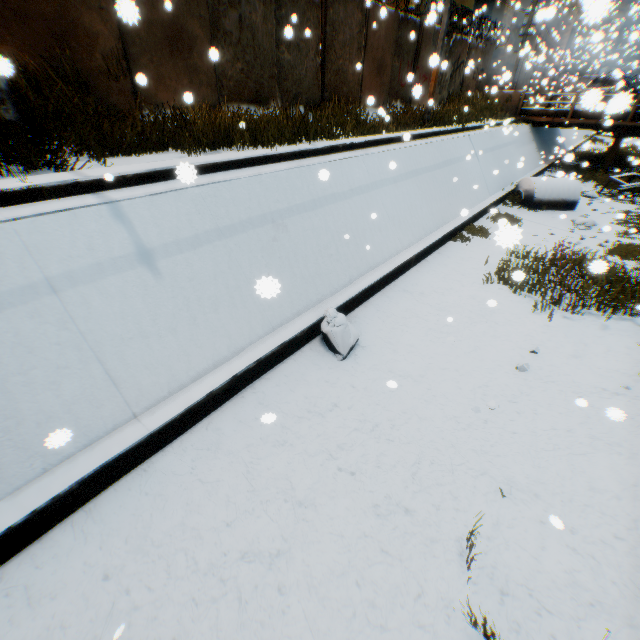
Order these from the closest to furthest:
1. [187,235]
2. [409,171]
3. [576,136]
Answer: [187,235]
[409,171]
[576,136]

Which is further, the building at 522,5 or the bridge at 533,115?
the building at 522,5

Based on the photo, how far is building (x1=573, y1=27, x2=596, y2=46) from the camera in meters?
24.0

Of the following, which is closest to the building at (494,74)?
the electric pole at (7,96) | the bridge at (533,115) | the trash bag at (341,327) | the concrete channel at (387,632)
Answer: the concrete channel at (387,632)

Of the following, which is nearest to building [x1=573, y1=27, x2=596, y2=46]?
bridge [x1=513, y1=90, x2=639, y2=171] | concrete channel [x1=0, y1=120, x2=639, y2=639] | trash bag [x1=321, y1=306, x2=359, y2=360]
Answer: concrete channel [x1=0, y1=120, x2=639, y2=639]

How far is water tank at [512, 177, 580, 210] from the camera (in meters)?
12.43

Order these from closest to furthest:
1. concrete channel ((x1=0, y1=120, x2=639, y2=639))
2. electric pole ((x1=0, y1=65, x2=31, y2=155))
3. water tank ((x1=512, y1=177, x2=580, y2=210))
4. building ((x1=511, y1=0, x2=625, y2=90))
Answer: concrete channel ((x1=0, y1=120, x2=639, y2=639)), electric pole ((x1=0, y1=65, x2=31, y2=155)), building ((x1=511, y1=0, x2=625, y2=90)), water tank ((x1=512, y1=177, x2=580, y2=210))

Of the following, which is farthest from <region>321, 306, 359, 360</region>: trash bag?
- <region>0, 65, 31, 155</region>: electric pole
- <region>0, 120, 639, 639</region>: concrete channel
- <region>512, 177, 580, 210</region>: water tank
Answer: <region>512, 177, 580, 210</region>: water tank
